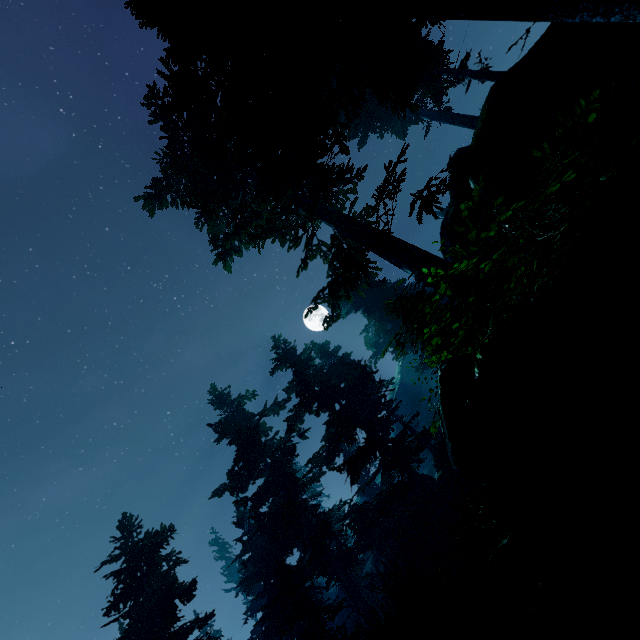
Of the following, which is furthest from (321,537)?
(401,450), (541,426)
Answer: (541,426)

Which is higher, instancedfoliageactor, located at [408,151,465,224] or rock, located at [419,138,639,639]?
instancedfoliageactor, located at [408,151,465,224]

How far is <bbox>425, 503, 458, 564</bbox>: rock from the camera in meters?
20.4

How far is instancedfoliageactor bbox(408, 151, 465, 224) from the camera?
11.5 meters

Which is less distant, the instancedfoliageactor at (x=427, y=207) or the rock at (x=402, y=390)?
the instancedfoliageactor at (x=427, y=207)

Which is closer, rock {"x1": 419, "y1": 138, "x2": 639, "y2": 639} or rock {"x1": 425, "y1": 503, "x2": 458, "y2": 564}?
rock {"x1": 419, "y1": 138, "x2": 639, "y2": 639}

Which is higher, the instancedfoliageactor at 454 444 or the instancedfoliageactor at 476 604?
the instancedfoliageactor at 454 444

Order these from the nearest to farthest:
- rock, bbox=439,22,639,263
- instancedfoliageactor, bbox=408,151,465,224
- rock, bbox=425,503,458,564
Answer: rock, bbox=439,22,639,263 → instancedfoliageactor, bbox=408,151,465,224 → rock, bbox=425,503,458,564
